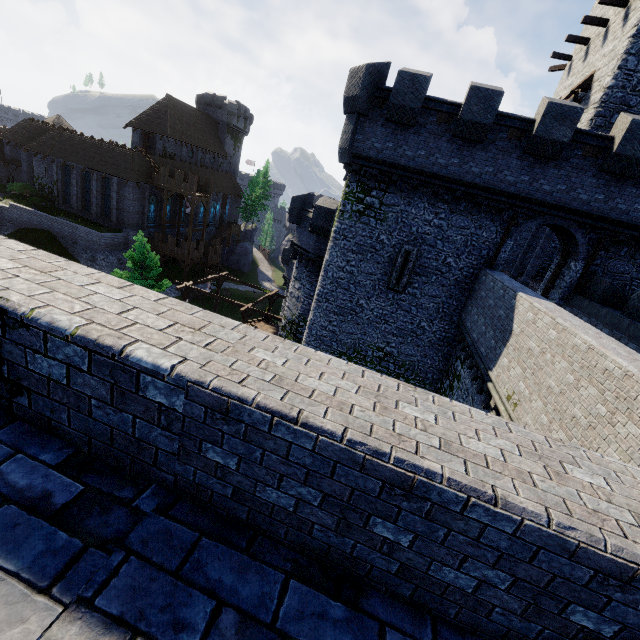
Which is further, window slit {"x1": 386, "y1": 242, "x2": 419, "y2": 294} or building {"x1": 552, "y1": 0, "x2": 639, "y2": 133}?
window slit {"x1": 386, "y1": 242, "x2": 419, "y2": 294}

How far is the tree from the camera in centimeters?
5869cm

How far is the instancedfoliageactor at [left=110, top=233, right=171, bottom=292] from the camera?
24.4m

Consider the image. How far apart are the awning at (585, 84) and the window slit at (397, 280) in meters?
13.0 m

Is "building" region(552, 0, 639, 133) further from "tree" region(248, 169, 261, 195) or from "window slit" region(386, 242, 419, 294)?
"tree" region(248, 169, 261, 195)

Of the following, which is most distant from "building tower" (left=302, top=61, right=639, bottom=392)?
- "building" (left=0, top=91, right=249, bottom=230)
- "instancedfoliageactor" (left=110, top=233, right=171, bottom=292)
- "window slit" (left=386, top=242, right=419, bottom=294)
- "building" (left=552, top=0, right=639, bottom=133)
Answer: "building" (left=0, top=91, right=249, bottom=230)

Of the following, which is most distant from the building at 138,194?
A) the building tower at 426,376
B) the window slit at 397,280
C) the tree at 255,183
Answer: the window slit at 397,280

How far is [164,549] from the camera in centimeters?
199cm
